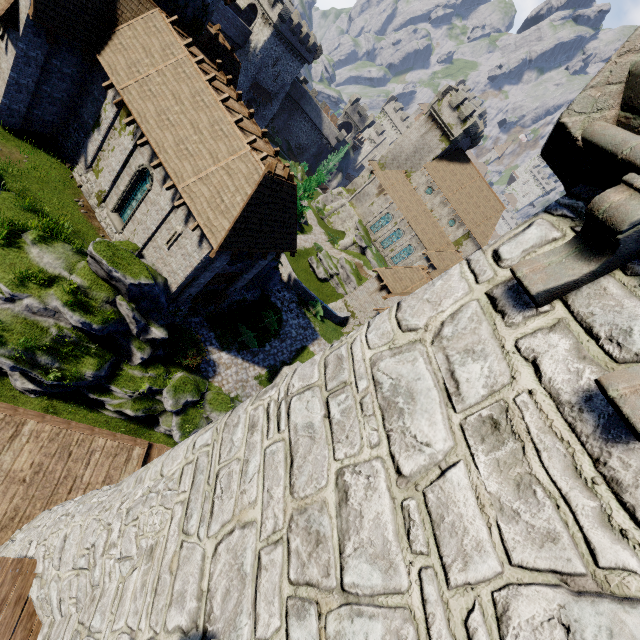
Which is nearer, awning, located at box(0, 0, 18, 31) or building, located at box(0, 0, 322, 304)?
awning, located at box(0, 0, 18, 31)

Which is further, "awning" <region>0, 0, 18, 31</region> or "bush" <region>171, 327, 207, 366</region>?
"bush" <region>171, 327, 207, 366</region>

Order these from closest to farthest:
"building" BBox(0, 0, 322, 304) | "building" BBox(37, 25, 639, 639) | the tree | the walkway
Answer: "building" BBox(37, 25, 639, 639) < the walkway < "building" BBox(0, 0, 322, 304) < the tree

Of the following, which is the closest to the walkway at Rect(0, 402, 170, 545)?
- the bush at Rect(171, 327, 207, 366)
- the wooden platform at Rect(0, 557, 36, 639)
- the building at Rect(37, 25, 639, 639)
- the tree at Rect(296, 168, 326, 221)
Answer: the building at Rect(37, 25, 639, 639)

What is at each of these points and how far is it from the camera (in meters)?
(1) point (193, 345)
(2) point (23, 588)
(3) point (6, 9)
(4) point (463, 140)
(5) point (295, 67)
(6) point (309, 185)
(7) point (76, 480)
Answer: (1) bush, 19.14
(2) wooden platform, 6.04
(3) awning, 13.55
(4) building, 46.47
(5) building, 55.66
(6) tree, 21.44
(7) walkway, 10.14

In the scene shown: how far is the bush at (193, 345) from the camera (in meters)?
18.20

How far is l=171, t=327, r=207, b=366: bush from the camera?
18.2 meters

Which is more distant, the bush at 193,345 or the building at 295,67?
the bush at 193,345
